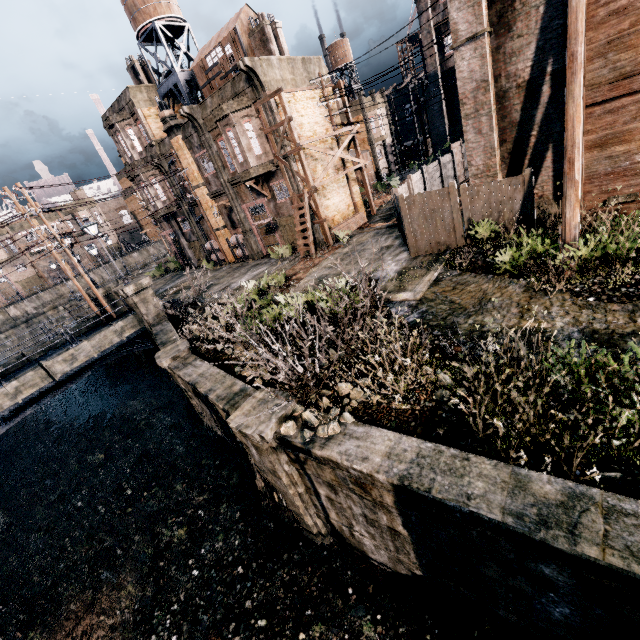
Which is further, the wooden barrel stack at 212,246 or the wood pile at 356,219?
the wooden barrel stack at 212,246

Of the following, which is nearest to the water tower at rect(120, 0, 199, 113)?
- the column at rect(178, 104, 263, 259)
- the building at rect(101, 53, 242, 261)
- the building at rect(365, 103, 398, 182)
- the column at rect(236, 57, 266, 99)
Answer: the building at rect(101, 53, 242, 261)

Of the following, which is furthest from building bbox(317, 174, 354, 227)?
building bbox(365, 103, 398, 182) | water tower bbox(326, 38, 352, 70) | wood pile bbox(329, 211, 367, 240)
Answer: water tower bbox(326, 38, 352, 70)

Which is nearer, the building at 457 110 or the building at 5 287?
the building at 457 110

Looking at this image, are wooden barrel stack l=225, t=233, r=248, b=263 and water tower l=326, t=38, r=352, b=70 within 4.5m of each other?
no

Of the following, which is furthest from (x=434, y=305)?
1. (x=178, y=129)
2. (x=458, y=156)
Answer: (x=178, y=129)

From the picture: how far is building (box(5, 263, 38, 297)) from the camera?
57.28m

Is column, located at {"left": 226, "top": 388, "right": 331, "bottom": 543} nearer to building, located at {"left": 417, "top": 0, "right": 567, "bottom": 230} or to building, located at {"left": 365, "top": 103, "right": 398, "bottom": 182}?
building, located at {"left": 417, "top": 0, "right": 567, "bottom": 230}
